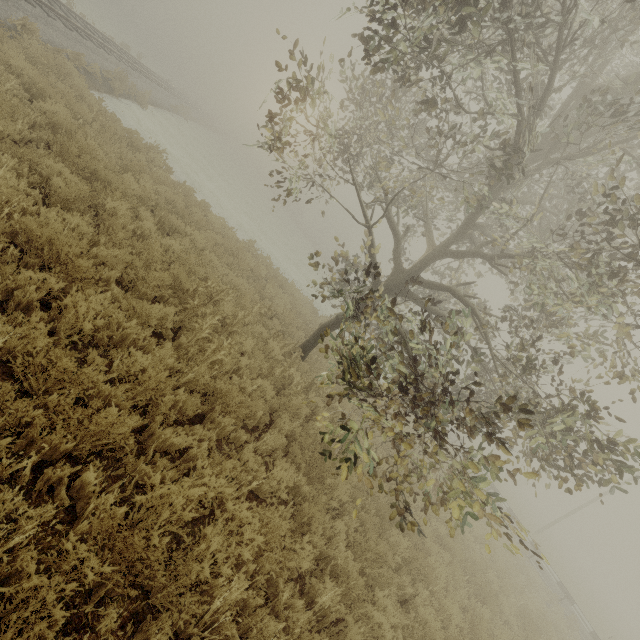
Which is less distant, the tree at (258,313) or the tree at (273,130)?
the tree at (273,130)

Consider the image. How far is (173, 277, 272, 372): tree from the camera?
5.69m

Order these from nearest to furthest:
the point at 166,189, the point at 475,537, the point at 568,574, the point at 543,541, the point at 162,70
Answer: the point at 166,189 → the point at 475,537 → the point at 568,574 → the point at 543,541 → the point at 162,70

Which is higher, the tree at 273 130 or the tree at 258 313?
the tree at 273 130

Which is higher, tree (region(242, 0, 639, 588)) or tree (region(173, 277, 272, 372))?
tree (region(242, 0, 639, 588))

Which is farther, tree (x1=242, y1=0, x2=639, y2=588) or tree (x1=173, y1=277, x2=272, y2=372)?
tree (x1=173, y1=277, x2=272, y2=372)
